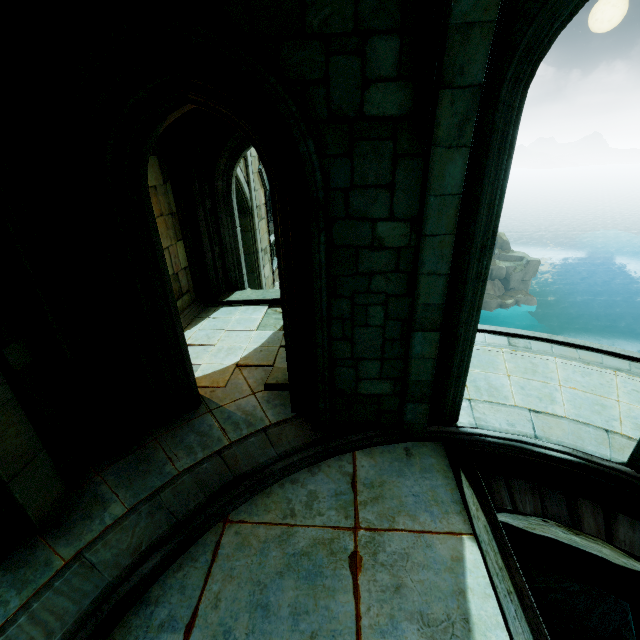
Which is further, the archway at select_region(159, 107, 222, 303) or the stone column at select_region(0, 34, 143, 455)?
the archway at select_region(159, 107, 222, 303)

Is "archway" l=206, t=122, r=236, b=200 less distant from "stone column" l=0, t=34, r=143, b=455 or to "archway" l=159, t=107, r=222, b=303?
"archway" l=159, t=107, r=222, b=303

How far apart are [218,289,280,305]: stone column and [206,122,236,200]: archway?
2.8m

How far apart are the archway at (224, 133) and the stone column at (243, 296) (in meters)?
2.82

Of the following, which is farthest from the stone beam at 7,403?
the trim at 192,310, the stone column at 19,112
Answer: the trim at 192,310

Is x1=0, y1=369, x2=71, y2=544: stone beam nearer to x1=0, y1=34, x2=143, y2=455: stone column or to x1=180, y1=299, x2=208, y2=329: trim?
x1=0, y1=34, x2=143, y2=455: stone column

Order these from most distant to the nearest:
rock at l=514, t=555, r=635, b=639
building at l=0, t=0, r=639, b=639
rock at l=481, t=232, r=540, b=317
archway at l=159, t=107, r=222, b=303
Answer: rock at l=481, t=232, r=540, b=317
archway at l=159, t=107, r=222, b=303
rock at l=514, t=555, r=635, b=639
building at l=0, t=0, r=639, b=639

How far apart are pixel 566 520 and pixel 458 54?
5.7m
